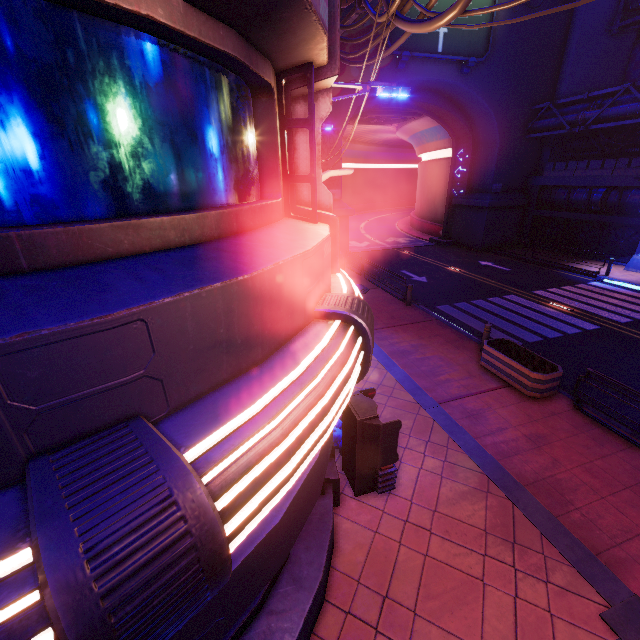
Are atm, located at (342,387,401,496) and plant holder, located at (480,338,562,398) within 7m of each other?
yes

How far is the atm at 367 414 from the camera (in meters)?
5.76

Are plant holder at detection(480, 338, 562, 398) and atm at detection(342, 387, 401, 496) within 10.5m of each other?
yes

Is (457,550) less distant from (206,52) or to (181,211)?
(181,211)

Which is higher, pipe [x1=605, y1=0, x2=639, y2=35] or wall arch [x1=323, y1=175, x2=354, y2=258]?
pipe [x1=605, y1=0, x2=639, y2=35]

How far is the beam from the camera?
5.01m

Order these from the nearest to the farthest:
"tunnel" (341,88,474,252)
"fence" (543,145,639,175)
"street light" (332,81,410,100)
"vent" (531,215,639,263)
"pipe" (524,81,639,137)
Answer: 1. "street light" (332,81,410,100)
2. "pipe" (524,81,639,137)
3. "fence" (543,145,639,175)
4. "vent" (531,215,639,263)
5. "tunnel" (341,88,474,252)

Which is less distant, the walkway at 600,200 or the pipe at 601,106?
the pipe at 601,106
